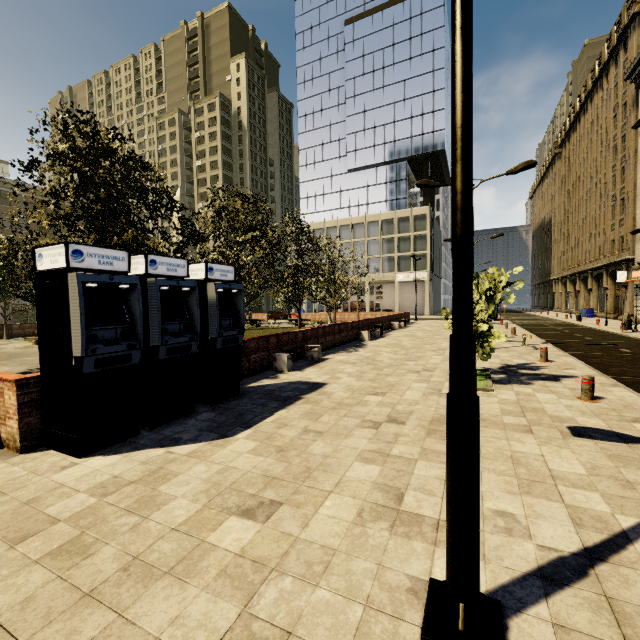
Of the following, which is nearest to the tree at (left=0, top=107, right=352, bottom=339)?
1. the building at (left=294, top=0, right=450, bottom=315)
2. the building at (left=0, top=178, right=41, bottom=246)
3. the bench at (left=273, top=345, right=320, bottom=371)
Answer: the building at (left=0, top=178, right=41, bottom=246)

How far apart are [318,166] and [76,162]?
56.26m

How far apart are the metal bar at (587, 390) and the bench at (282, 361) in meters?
7.9

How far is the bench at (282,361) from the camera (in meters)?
11.06

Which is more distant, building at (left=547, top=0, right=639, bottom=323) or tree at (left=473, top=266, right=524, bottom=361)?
building at (left=547, top=0, right=639, bottom=323)

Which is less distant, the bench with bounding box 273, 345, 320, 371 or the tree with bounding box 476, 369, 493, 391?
the tree with bounding box 476, 369, 493, 391

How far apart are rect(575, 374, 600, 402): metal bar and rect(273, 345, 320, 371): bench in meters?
7.9 m

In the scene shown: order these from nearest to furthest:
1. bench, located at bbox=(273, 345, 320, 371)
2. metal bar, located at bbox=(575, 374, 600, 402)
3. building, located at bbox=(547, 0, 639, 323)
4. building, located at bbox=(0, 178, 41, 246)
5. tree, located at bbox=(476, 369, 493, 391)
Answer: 1. metal bar, located at bbox=(575, 374, 600, 402)
2. tree, located at bbox=(476, 369, 493, 391)
3. bench, located at bbox=(273, 345, 320, 371)
4. building, located at bbox=(547, 0, 639, 323)
5. building, located at bbox=(0, 178, 41, 246)
